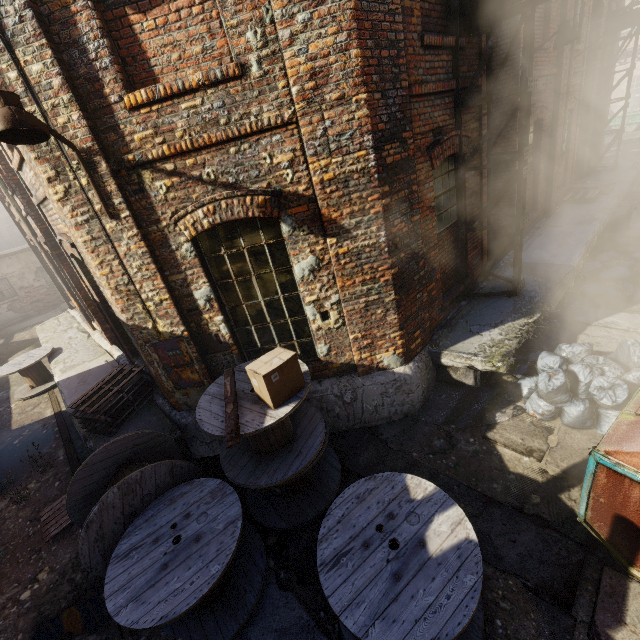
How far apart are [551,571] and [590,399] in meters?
2.6 m

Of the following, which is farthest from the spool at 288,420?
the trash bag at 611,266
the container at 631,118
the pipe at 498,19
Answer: the container at 631,118

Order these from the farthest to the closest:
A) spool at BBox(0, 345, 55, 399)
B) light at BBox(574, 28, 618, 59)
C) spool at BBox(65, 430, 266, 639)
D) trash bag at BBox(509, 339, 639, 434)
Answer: spool at BBox(0, 345, 55, 399) → light at BBox(574, 28, 618, 59) → trash bag at BBox(509, 339, 639, 434) → spool at BBox(65, 430, 266, 639)

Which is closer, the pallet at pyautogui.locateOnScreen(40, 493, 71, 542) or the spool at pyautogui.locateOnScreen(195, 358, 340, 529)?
the spool at pyautogui.locateOnScreen(195, 358, 340, 529)

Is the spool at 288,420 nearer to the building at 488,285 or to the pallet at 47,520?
the building at 488,285

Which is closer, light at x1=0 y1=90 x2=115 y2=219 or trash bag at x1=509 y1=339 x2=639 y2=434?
light at x1=0 y1=90 x2=115 y2=219

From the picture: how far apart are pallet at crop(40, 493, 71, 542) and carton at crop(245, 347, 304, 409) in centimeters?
394cm

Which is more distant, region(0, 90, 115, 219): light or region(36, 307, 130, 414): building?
region(36, 307, 130, 414): building
